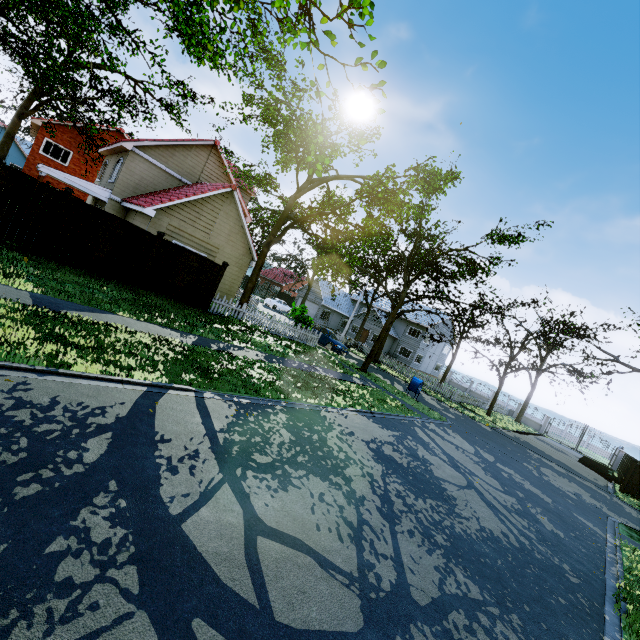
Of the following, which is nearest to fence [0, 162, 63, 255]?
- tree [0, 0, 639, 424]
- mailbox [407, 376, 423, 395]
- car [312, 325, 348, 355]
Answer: tree [0, 0, 639, 424]

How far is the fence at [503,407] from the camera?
39.44m

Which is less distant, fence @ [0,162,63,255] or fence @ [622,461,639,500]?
fence @ [0,162,63,255]

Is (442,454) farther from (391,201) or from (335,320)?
(335,320)

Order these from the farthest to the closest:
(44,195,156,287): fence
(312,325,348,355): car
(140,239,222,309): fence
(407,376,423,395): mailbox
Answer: (312,325,348,355): car < (407,376,423,395): mailbox < (140,239,222,309): fence < (44,195,156,287): fence

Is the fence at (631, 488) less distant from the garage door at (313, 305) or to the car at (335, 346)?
the garage door at (313, 305)

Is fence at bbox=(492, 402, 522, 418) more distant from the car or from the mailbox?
the mailbox

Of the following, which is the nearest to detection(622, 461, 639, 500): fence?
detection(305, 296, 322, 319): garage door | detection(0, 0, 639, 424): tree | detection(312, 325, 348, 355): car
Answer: detection(0, 0, 639, 424): tree
